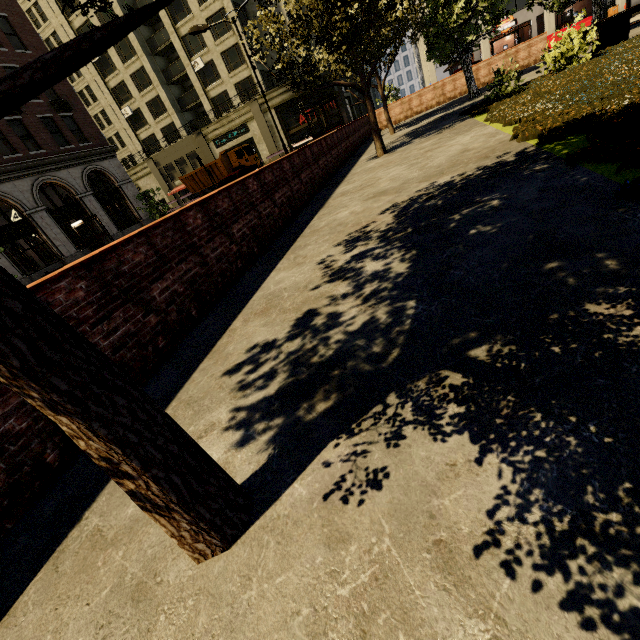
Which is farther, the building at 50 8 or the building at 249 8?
the building at 249 8

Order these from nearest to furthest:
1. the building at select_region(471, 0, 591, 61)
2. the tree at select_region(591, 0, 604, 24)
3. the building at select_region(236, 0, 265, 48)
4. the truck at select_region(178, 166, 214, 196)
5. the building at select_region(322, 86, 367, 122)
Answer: the tree at select_region(591, 0, 604, 24) < the building at select_region(471, 0, 591, 61) < the truck at select_region(178, 166, 214, 196) < the building at select_region(236, 0, 265, 48) < the building at select_region(322, 86, 367, 122)

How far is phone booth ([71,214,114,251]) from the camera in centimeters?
2245cm

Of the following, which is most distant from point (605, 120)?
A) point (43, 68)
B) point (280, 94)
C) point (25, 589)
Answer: point (280, 94)

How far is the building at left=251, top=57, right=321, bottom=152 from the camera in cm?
3397

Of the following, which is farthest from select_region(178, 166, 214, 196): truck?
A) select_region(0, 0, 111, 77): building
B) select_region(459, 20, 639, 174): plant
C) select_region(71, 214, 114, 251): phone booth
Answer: select_region(459, 20, 639, 174): plant

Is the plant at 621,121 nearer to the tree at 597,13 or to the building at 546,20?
the tree at 597,13

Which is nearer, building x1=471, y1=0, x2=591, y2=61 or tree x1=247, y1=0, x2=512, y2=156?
tree x1=247, y1=0, x2=512, y2=156
